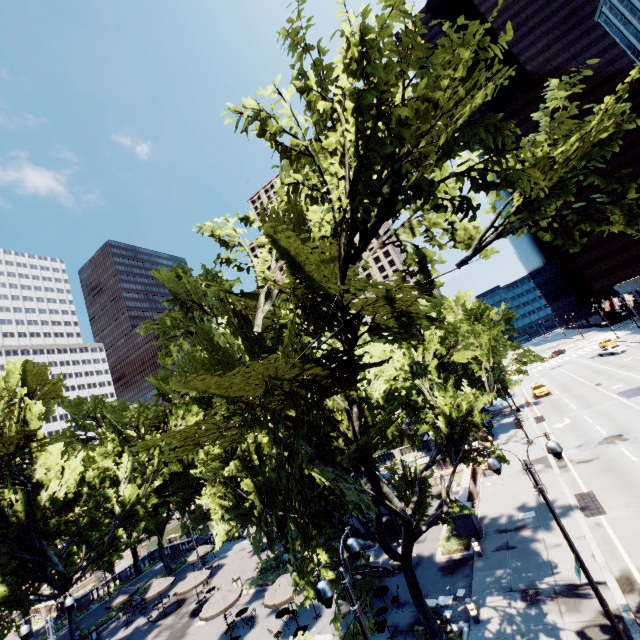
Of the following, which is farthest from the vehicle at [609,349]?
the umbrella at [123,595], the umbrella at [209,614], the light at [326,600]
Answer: the umbrella at [123,595]

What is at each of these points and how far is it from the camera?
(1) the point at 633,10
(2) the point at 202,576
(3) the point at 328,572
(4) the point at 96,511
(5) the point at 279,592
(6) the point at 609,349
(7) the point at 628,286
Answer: (1) building, 59.03m
(2) umbrella, 26.53m
(3) tree, 12.77m
(4) tree, 38.75m
(5) umbrella, 18.41m
(6) vehicle, 53.41m
(7) building, 59.38m

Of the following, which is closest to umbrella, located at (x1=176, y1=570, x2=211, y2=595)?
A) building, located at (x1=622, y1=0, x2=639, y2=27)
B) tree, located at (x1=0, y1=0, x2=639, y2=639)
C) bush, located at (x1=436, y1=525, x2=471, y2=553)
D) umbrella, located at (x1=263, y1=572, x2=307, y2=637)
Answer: tree, located at (x1=0, y1=0, x2=639, y2=639)

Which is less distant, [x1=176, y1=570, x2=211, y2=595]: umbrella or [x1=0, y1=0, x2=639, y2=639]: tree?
[x1=0, y1=0, x2=639, y2=639]: tree

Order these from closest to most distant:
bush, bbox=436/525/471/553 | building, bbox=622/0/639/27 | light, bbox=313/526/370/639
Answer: light, bbox=313/526/370/639, bush, bbox=436/525/471/553, building, bbox=622/0/639/27

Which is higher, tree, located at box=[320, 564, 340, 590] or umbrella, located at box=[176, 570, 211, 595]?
tree, located at box=[320, 564, 340, 590]

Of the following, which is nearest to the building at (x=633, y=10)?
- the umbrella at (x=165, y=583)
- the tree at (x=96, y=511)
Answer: the tree at (x=96, y=511)

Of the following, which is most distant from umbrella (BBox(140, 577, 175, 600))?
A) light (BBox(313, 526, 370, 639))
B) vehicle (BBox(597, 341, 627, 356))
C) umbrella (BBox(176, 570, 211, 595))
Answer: vehicle (BBox(597, 341, 627, 356))
